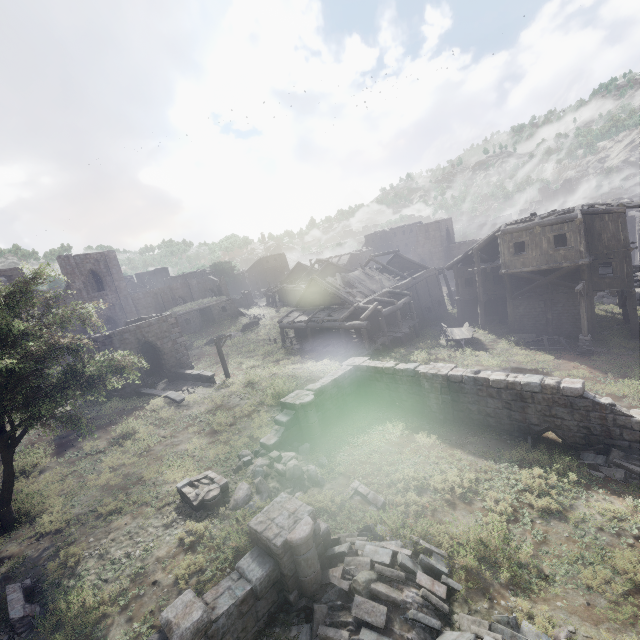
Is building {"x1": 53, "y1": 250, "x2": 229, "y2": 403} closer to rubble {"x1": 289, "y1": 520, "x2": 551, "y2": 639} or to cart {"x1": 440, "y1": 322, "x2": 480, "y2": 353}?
cart {"x1": 440, "y1": 322, "x2": 480, "y2": 353}

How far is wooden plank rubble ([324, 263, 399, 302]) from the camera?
30.1m

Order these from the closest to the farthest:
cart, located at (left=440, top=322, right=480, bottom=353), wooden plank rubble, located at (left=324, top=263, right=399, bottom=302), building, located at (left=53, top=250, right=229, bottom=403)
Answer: building, located at (left=53, top=250, right=229, bottom=403) < cart, located at (left=440, top=322, right=480, bottom=353) < wooden plank rubble, located at (left=324, top=263, right=399, bottom=302)

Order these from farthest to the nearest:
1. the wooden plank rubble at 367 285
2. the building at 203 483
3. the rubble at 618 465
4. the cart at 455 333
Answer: A: the wooden plank rubble at 367 285, the cart at 455 333, the building at 203 483, the rubble at 618 465

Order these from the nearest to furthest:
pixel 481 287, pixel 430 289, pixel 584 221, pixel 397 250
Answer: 1. pixel 584 221
2. pixel 481 287
3. pixel 430 289
4. pixel 397 250

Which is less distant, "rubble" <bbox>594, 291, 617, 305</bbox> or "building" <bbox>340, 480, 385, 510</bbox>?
"building" <bbox>340, 480, 385, 510</bbox>

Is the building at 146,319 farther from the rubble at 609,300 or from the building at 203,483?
the building at 203,483

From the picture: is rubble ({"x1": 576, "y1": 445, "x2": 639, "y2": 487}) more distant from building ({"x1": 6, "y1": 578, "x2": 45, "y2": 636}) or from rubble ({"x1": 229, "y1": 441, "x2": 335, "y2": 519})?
rubble ({"x1": 229, "y1": 441, "x2": 335, "y2": 519})
